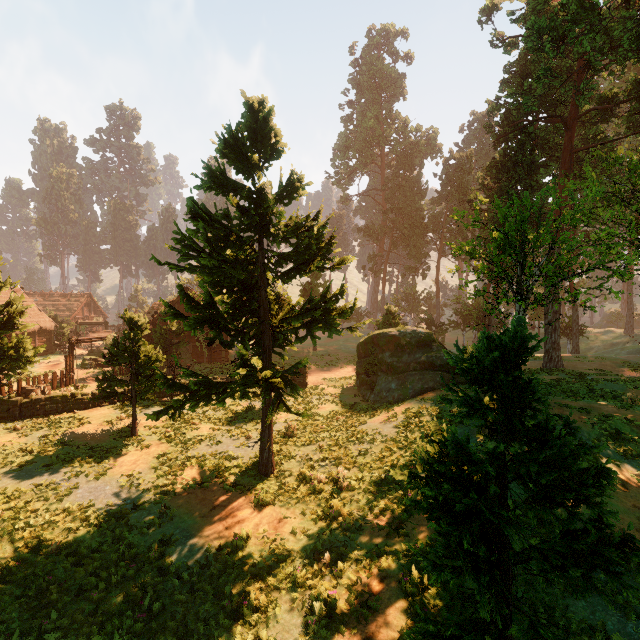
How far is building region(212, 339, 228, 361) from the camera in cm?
3494

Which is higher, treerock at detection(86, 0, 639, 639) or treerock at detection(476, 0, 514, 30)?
treerock at detection(476, 0, 514, 30)

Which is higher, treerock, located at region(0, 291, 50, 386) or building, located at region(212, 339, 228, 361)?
treerock, located at region(0, 291, 50, 386)

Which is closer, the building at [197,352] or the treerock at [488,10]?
the treerock at [488,10]

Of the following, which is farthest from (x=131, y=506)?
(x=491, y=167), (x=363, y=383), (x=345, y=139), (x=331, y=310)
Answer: (x=345, y=139)

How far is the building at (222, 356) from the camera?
34.9 meters

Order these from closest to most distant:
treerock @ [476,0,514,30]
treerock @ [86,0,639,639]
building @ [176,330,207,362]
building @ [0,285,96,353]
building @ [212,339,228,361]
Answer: treerock @ [86,0,639,639], treerock @ [476,0,514,30], building @ [176,330,207,362], building @ [212,339,228,361], building @ [0,285,96,353]
